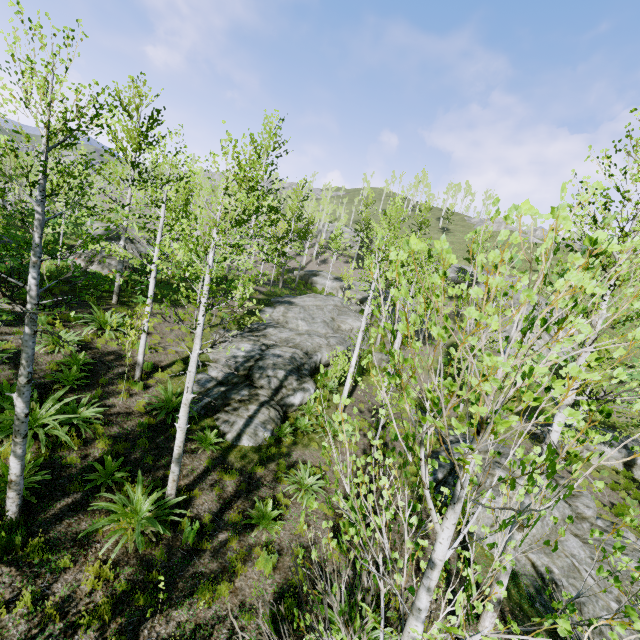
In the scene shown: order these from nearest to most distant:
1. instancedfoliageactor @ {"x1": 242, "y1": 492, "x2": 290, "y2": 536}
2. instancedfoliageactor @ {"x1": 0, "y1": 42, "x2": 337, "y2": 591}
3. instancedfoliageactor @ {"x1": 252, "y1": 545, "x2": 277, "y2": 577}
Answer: instancedfoliageactor @ {"x1": 0, "y1": 42, "x2": 337, "y2": 591}
instancedfoliageactor @ {"x1": 252, "y1": 545, "x2": 277, "y2": 577}
instancedfoliageactor @ {"x1": 242, "y1": 492, "x2": 290, "y2": 536}

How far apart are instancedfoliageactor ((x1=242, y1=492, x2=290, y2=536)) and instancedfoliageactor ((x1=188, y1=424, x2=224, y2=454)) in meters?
2.0

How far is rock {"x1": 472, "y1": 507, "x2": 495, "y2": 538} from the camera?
9.5m

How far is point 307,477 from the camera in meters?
9.5 m

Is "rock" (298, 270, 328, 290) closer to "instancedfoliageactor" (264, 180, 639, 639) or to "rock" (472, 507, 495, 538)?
"instancedfoliageactor" (264, 180, 639, 639)

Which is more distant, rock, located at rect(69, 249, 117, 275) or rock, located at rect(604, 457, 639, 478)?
rock, located at rect(69, 249, 117, 275)

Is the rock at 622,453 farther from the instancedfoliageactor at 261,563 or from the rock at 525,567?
the rock at 525,567

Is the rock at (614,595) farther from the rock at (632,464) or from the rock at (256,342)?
the rock at (632,464)
